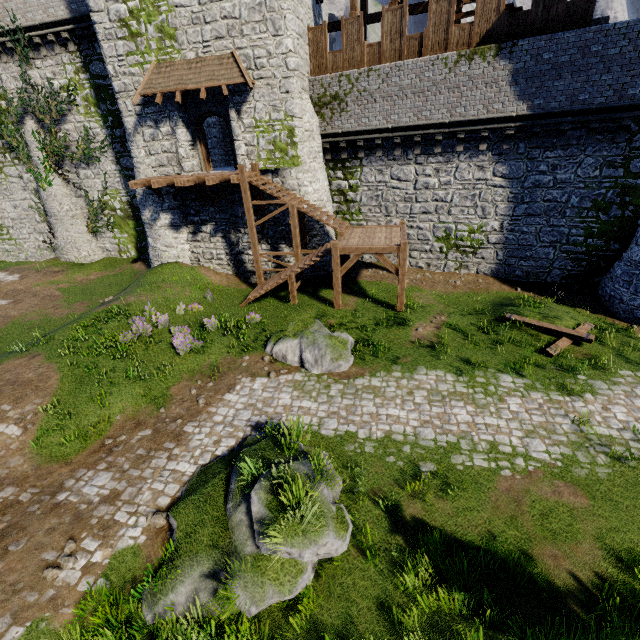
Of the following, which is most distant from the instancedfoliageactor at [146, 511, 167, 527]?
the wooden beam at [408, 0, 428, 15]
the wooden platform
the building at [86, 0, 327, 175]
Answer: the wooden beam at [408, 0, 428, 15]

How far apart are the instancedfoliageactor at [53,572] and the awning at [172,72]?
17.2 meters

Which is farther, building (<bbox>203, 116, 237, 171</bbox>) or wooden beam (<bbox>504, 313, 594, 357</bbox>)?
building (<bbox>203, 116, 237, 171</bbox>)

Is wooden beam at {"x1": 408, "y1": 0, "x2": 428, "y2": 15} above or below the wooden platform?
above

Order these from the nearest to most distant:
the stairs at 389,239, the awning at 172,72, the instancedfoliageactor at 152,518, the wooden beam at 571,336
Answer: the instancedfoliageactor at 152,518 < the wooden beam at 571,336 < the stairs at 389,239 < the awning at 172,72

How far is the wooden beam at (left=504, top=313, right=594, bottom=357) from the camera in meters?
11.7

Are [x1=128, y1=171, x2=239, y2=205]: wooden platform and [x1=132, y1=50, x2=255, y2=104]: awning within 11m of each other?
yes

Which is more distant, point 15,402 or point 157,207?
point 157,207
